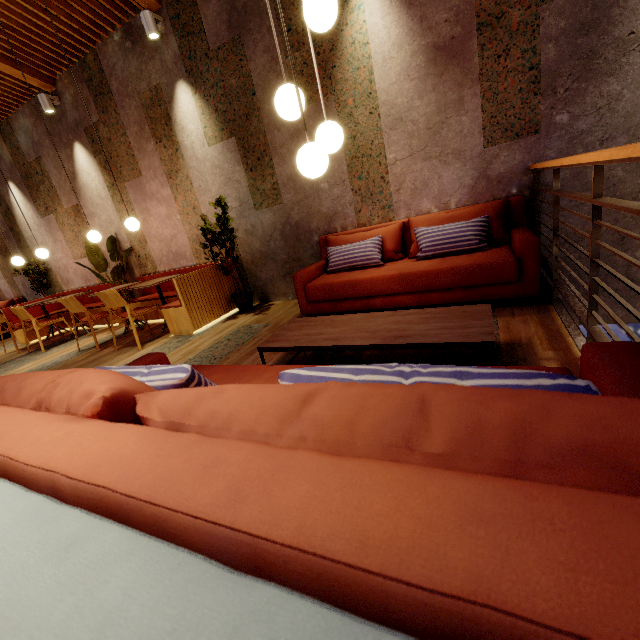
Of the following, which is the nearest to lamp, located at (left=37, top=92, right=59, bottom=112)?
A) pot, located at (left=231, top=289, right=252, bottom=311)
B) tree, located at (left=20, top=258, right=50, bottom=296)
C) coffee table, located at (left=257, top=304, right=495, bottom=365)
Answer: tree, located at (left=20, top=258, right=50, bottom=296)

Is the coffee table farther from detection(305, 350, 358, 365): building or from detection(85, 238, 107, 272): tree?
detection(85, 238, 107, 272): tree

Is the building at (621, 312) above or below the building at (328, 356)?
below

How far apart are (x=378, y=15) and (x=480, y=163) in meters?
1.8 m

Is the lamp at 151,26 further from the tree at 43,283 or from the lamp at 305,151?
the tree at 43,283

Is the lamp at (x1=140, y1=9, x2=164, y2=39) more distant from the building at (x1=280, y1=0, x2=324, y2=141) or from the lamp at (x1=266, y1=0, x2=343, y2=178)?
the lamp at (x1=266, y1=0, x2=343, y2=178)

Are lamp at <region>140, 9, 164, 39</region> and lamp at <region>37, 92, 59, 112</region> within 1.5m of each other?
no

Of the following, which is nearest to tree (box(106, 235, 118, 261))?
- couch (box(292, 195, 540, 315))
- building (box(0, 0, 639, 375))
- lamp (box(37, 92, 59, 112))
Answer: building (box(0, 0, 639, 375))
